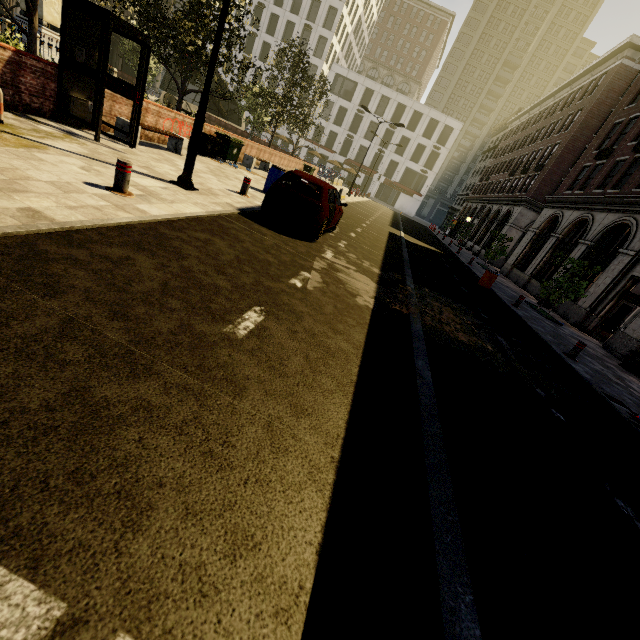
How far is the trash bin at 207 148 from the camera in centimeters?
1350cm

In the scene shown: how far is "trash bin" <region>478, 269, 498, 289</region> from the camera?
15.3m

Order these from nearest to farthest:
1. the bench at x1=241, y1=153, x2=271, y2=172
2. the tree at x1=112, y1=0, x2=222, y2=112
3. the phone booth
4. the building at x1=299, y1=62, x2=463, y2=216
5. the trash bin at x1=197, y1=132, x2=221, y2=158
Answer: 1. the phone booth
2. the tree at x1=112, y1=0, x2=222, y2=112
3. the trash bin at x1=197, y1=132, x2=221, y2=158
4. the bench at x1=241, y1=153, x2=271, y2=172
5. the building at x1=299, y1=62, x2=463, y2=216

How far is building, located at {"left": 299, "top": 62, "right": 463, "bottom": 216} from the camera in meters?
53.3 m

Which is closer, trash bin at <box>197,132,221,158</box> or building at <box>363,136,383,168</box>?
trash bin at <box>197,132,221,158</box>

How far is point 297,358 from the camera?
3.62m

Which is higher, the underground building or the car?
the underground building

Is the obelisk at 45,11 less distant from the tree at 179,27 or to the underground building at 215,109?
the tree at 179,27
